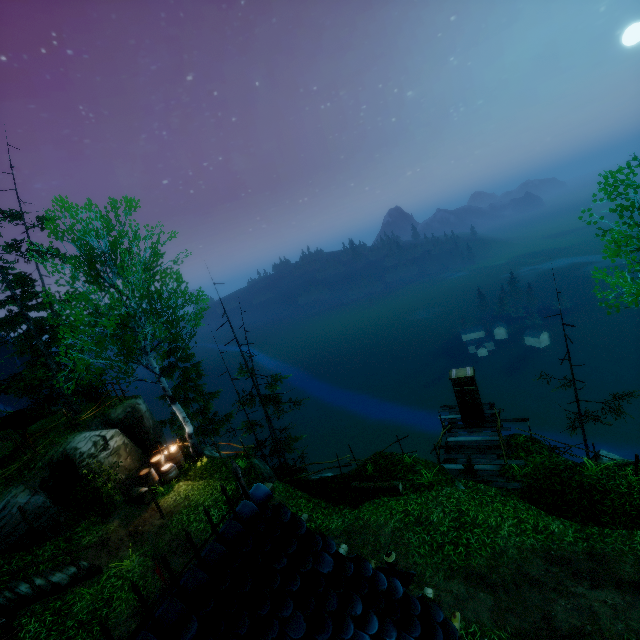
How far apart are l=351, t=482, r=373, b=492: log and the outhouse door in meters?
5.6 m

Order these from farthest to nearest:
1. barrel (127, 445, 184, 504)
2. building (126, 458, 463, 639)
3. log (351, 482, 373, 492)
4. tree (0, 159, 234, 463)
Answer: barrel (127, 445, 184, 504), log (351, 482, 373, 492), tree (0, 159, 234, 463), building (126, 458, 463, 639)

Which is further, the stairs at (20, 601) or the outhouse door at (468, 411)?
the outhouse door at (468, 411)

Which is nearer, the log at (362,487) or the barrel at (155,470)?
the log at (362,487)

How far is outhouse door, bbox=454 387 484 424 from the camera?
15.8m

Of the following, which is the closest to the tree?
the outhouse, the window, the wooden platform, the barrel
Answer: the barrel

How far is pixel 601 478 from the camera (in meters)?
11.45

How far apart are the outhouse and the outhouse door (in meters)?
0.02
